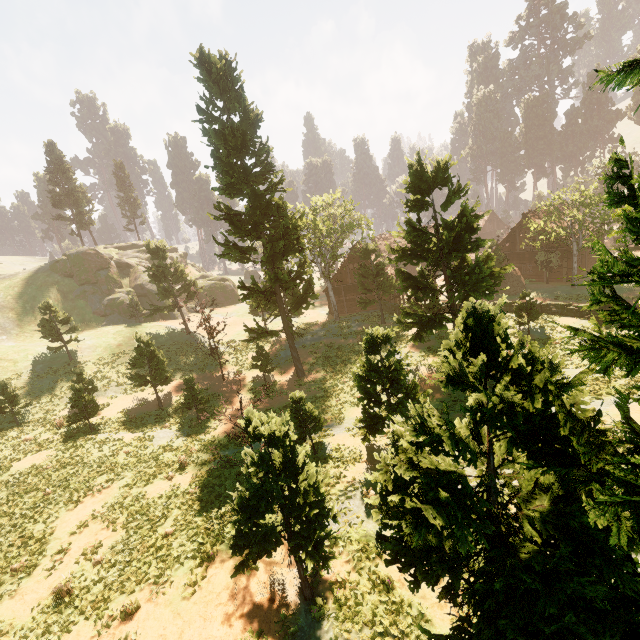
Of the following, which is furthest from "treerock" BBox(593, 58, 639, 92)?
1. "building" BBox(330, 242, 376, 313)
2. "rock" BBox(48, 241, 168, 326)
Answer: "rock" BBox(48, 241, 168, 326)

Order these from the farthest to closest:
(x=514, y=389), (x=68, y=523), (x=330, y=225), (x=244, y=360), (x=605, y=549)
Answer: (x=244, y=360)
(x=330, y=225)
(x=68, y=523)
(x=605, y=549)
(x=514, y=389)

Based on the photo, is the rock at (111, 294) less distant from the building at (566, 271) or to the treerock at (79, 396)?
the treerock at (79, 396)

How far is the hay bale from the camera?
35.44m

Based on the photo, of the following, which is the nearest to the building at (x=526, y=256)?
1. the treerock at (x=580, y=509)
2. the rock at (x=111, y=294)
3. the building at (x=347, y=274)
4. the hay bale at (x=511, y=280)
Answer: the treerock at (x=580, y=509)

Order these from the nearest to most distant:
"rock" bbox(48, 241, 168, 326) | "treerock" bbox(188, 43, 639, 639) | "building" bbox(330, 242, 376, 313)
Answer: "treerock" bbox(188, 43, 639, 639) → "building" bbox(330, 242, 376, 313) → "rock" bbox(48, 241, 168, 326)

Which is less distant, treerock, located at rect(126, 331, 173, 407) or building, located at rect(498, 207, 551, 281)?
treerock, located at rect(126, 331, 173, 407)

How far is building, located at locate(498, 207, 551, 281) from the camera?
36.5m
